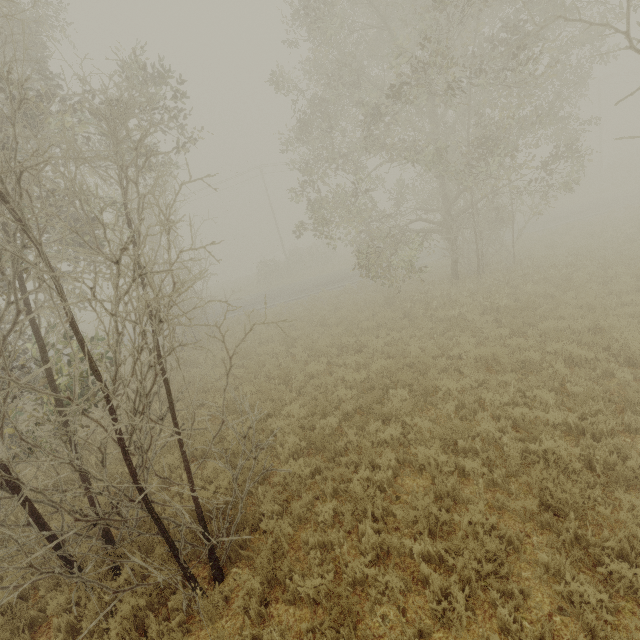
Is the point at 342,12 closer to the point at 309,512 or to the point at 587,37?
the point at 587,37

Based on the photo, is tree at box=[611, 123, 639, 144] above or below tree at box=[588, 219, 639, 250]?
above

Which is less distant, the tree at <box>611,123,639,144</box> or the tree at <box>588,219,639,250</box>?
the tree at <box>611,123,639,144</box>

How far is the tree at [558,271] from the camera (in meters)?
12.63

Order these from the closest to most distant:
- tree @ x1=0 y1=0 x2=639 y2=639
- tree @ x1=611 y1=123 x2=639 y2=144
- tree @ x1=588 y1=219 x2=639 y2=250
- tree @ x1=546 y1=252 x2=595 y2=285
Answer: tree @ x1=0 y1=0 x2=639 y2=639, tree @ x1=611 y1=123 x2=639 y2=144, tree @ x1=546 y1=252 x2=595 y2=285, tree @ x1=588 y1=219 x2=639 y2=250

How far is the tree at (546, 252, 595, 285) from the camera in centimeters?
1263cm

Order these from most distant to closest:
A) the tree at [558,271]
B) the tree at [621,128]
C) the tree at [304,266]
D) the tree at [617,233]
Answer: the tree at [617,233] < the tree at [558,271] < the tree at [621,128] < the tree at [304,266]
